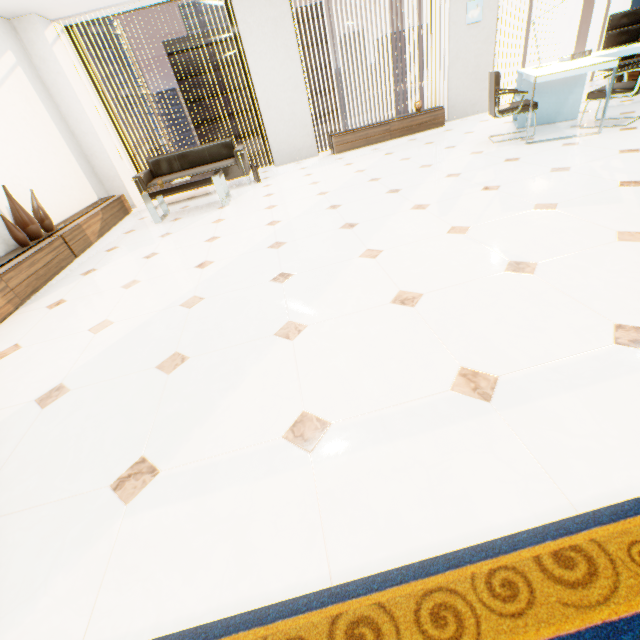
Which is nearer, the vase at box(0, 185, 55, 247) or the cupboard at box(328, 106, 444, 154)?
the vase at box(0, 185, 55, 247)

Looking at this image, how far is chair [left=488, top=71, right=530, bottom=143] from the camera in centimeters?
432cm

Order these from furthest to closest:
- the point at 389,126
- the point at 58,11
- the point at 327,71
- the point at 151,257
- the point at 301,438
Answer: the point at 327,71, the point at 389,126, the point at 58,11, the point at 151,257, the point at 301,438

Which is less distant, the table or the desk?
the desk

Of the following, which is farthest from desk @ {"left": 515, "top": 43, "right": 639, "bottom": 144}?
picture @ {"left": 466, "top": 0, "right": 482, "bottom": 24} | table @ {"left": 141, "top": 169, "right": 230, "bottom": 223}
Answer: table @ {"left": 141, "top": 169, "right": 230, "bottom": 223}

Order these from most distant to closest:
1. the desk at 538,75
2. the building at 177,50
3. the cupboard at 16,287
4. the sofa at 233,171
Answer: the building at 177,50 → the sofa at 233,171 → the desk at 538,75 → the cupboard at 16,287

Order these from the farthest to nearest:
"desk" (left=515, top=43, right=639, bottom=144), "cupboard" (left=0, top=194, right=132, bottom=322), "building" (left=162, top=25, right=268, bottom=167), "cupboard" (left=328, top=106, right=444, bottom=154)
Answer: "building" (left=162, top=25, right=268, bottom=167), "cupboard" (left=328, top=106, right=444, bottom=154), "desk" (left=515, top=43, right=639, bottom=144), "cupboard" (left=0, top=194, right=132, bottom=322)

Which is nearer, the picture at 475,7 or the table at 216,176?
the table at 216,176
